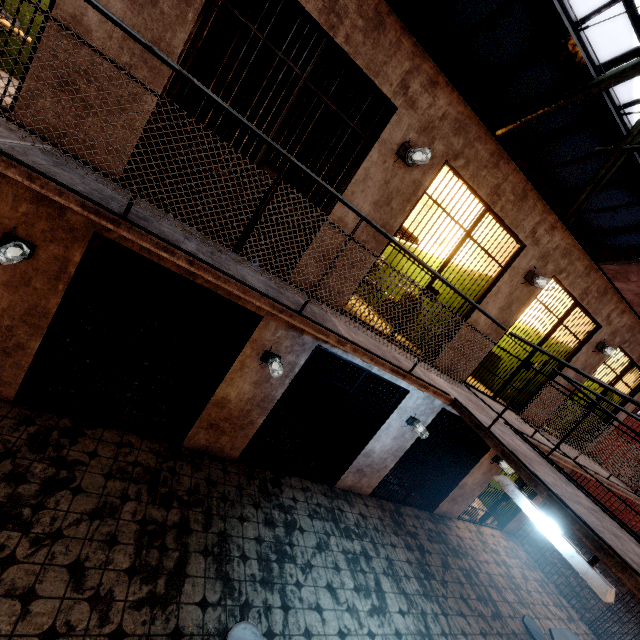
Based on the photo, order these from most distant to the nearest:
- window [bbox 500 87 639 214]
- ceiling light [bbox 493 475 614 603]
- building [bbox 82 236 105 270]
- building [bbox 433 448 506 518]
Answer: building [bbox 433 448 506 518] < window [bbox 500 87 639 214] < building [bbox 82 236 105 270] < ceiling light [bbox 493 475 614 603]

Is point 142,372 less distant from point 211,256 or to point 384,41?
point 211,256

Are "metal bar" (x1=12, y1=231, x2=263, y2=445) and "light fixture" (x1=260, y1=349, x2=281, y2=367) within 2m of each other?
yes

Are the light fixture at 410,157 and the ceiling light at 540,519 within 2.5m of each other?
no

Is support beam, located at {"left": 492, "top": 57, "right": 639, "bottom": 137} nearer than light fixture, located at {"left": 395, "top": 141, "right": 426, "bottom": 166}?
No

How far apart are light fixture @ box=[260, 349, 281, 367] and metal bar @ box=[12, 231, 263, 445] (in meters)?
0.30

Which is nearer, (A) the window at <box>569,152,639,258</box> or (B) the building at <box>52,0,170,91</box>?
(B) the building at <box>52,0,170,91</box>

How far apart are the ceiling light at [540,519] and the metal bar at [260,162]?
3.4 meters
